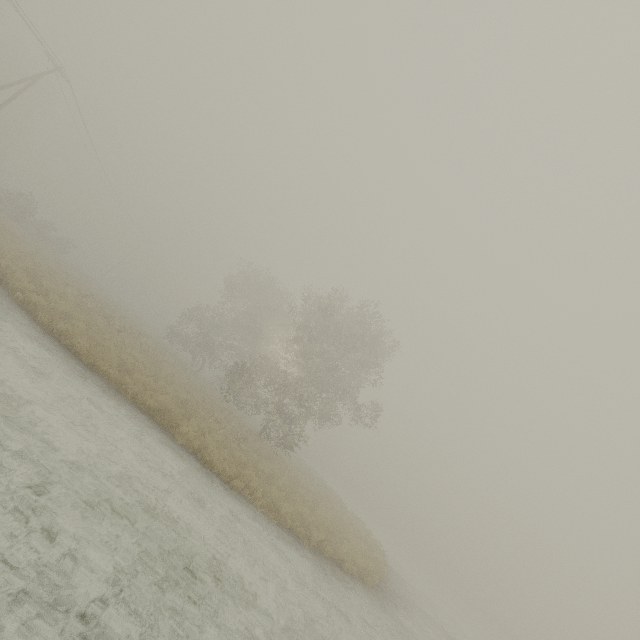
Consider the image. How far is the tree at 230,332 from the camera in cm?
2194

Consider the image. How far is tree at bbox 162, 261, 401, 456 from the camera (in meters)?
21.94

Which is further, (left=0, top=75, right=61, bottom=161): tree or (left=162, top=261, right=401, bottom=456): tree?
(left=0, top=75, right=61, bottom=161): tree

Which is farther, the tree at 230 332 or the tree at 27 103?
the tree at 27 103

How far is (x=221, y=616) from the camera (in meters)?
5.33
